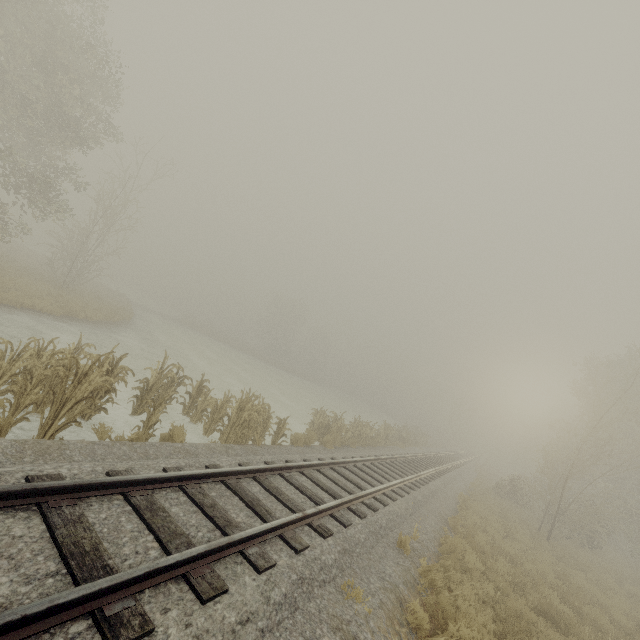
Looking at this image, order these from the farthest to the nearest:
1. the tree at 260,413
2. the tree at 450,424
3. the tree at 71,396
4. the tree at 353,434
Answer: the tree at 450,424 < the tree at 353,434 < the tree at 260,413 < the tree at 71,396

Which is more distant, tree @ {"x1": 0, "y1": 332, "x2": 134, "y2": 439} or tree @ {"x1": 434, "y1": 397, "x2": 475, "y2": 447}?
tree @ {"x1": 434, "y1": 397, "x2": 475, "y2": 447}

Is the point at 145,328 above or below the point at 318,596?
below

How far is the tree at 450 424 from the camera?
51.3m

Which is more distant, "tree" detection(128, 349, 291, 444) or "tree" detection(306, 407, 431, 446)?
"tree" detection(306, 407, 431, 446)

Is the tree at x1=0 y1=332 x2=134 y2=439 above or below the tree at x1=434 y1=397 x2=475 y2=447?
below

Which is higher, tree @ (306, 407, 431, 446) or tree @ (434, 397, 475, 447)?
tree @ (434, 397, 475, 447)

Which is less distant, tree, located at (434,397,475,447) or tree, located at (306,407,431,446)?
tree, located at (306,407,431,446)
